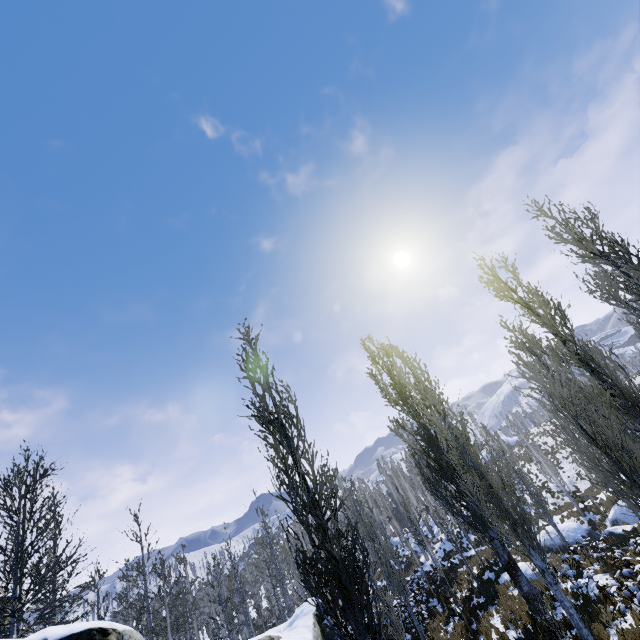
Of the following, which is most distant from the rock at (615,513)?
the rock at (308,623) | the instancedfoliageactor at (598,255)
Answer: the rock at (308,623)

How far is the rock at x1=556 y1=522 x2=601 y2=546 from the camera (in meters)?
19.80

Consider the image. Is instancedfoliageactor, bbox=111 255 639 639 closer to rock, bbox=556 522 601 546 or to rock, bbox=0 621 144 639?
rock, bbox=0 621 144 639

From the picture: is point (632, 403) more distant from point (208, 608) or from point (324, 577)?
point (208, 608)

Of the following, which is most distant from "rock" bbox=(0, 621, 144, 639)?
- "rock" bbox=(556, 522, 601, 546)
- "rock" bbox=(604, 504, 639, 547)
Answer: "rock" bbox=(604, 504, 639, 547)

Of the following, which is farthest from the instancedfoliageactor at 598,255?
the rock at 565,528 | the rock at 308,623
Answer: the rock at 565,528

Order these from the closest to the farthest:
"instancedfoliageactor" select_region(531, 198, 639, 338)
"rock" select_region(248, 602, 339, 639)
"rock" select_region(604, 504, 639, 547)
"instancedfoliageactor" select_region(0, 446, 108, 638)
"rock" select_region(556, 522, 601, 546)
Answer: "instancedfoliageactor" select_region(531, 198, 639, 338) → "instancedfoliageactor" select_region(0, 446, 108, 638) → "rock" select_region(248, 602, 339, 639) → "rock" select_region(604, 504, 639, 547) → "rock" select_region(556, 522, 601, 546)

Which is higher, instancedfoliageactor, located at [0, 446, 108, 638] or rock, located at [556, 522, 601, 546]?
instancedfoliageactor, located at [0, 446, 108, 638]
